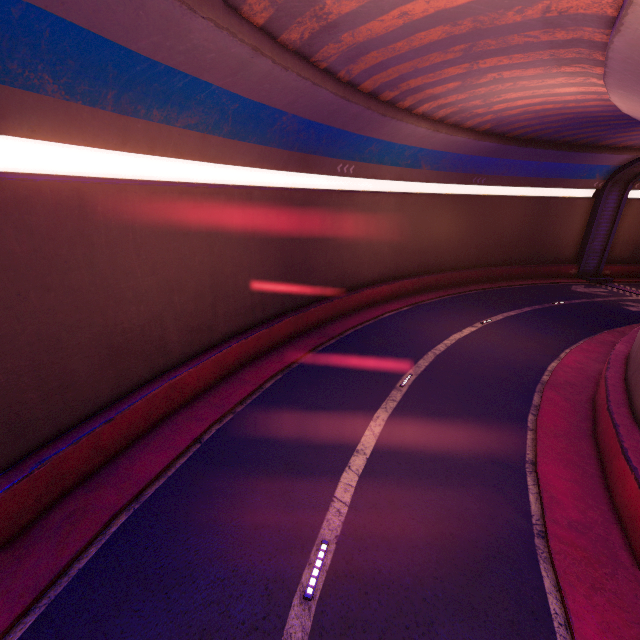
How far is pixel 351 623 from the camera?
6.0m
